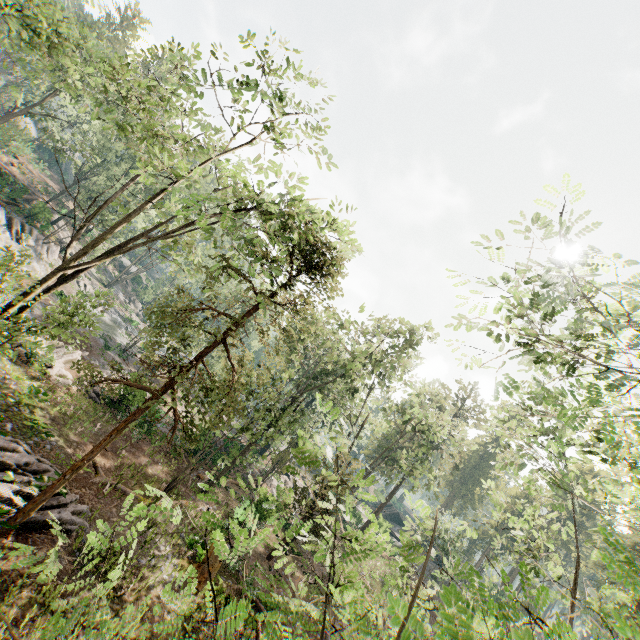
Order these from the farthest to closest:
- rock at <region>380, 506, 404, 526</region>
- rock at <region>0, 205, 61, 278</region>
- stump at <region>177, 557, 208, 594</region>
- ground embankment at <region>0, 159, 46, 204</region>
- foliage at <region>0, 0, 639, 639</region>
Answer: rock at <region>380, 506, 404, 526</region> < ground embankment at <region>0, 159, 46, 204</region> < rock at <region>0, 205, 61, 278</region> < stump at <region>177, 557, 208, 594</region> < foliage at <region>0, 0, 639, 639</region>

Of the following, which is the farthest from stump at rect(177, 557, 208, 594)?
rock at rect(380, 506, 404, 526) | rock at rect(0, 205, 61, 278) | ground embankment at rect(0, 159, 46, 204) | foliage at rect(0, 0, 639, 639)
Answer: rock at rect(380, 506, 404, 526)

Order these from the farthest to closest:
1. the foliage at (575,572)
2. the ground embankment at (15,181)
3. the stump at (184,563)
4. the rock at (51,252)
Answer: the ground embankment at (15,181) → the rock at (51,252) → the stump at (184,563) → the foliage at (575,572)

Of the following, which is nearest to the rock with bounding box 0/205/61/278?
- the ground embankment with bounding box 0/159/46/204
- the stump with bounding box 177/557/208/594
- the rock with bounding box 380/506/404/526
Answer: the ground embankment with bounding box 0/159/46/204

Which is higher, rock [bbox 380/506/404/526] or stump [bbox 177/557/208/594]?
rock [bbox 380/506/404/526]

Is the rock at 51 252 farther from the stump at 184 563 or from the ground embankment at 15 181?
the stump at 184 563

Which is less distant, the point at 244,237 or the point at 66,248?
the point at 66,248

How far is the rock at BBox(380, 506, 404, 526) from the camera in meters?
55.3 m
